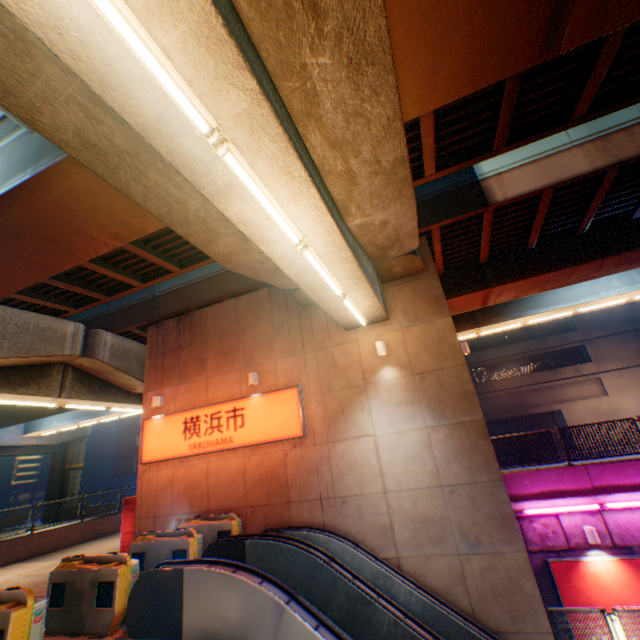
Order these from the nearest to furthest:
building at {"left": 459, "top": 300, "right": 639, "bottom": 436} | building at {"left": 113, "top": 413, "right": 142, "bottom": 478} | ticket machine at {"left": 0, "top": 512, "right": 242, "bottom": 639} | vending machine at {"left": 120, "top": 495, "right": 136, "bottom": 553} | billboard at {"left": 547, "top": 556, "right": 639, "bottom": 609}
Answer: ticket machine at {"left": 0, "top": 512, "right": 242, "bottom": 639}
billboard at {"left": 547, "top": 556, "right": 639, "bottom": 609}
vending machine at {"left": 120, "top": 495, "right": 136, "bottom": 553}
building at {"left": 459, "top": 300, "right": 639, "bottom": 436}
building at {"left": 113, "top": 413, "right": 142, "bottom": 478}

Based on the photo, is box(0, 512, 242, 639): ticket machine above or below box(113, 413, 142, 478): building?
below

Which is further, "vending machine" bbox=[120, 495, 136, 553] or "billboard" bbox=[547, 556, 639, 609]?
"vending machine" bbox=[120, 495, 136, 553]

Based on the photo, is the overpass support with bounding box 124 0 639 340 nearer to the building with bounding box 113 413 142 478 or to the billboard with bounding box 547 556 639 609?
the billboard with bounding box 547 556 639 609

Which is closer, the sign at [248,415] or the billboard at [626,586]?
the billboard at [626,586]

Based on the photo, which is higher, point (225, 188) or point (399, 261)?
point (399, 261)

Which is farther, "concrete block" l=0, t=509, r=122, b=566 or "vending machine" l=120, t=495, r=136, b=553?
"concrete block" l=0, t=509, r=122, b=566

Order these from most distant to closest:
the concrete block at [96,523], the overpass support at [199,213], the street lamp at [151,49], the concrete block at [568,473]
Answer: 1. the concrete block at [96,523]
2. the concrete block at [568,473]
3. the overpass support at [199,213]
4. the street lamp at [151,49]
